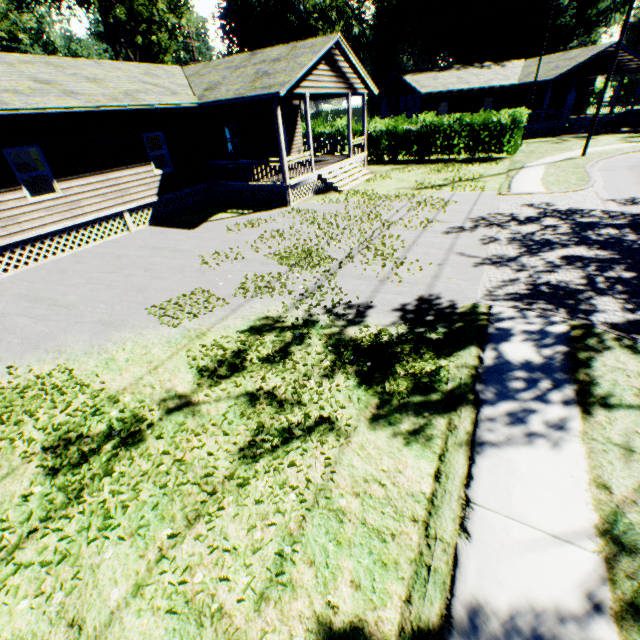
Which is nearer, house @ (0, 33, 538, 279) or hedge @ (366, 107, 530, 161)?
house @ (0, 33, 538, 279)

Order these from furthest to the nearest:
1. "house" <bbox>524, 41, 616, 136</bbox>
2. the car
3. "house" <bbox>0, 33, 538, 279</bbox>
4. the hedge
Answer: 1. "house" <bbox>524, 41, 616, 136</bbox>
2. the car
3. the hedge
4. "house" <bbox>0, 33, 538, 279</bbox>

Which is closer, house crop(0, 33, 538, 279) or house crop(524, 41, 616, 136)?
house crop(0, 33, 538, 279)

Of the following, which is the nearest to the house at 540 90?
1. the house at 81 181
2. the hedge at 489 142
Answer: the hedge at 489 142

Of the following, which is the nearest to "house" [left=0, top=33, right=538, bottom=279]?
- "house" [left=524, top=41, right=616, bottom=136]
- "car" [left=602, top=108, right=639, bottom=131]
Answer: "house" [left=524, top=41, right=616, bottom=136]

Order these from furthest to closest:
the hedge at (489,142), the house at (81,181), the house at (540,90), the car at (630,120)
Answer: the house at (540,90) → the car at (630,120) → the hedge at (489,142) → the house at (81,181)

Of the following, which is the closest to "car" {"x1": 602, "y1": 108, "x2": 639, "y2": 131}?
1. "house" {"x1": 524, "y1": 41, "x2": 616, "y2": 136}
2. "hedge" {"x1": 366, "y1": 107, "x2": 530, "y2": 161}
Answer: "house" {"x1": 524, "y1": 41, "x2": 616, "y2": 136}

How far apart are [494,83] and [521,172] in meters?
22.1
